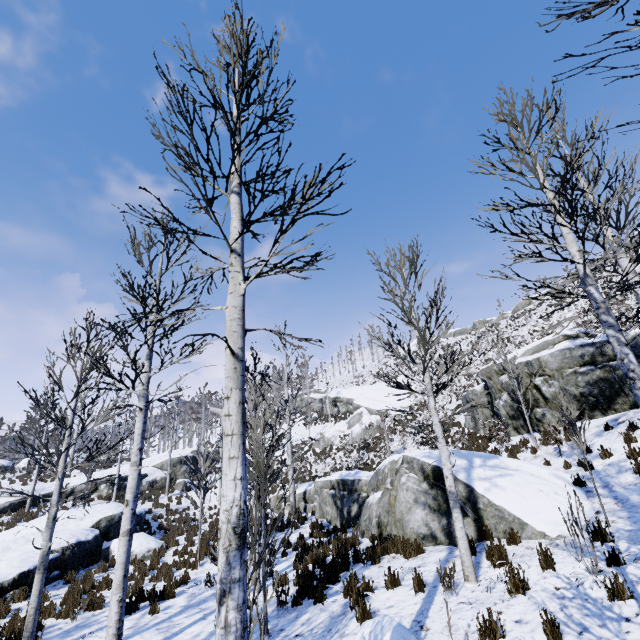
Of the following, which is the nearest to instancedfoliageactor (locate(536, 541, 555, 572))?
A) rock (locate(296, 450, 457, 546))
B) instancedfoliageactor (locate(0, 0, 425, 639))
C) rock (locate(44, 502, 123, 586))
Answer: rock (locate(296, 450, 457, 546))

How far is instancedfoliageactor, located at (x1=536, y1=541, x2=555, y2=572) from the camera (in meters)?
5.36

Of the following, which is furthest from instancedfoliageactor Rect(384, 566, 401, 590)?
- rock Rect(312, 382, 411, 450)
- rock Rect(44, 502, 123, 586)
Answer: rock Rect(312, 382, 411, 450)

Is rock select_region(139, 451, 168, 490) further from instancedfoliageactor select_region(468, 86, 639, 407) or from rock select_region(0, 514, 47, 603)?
instancedfoliageactor select_region(468, 86, 639, 407)

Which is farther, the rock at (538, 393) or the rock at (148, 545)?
the rock at (148, 545)

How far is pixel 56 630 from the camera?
8.2 meters

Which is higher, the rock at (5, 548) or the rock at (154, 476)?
the rock at (154, 476)

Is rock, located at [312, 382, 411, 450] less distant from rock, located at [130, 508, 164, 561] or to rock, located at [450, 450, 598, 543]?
rock, located at [450, 450, 598, 543]
